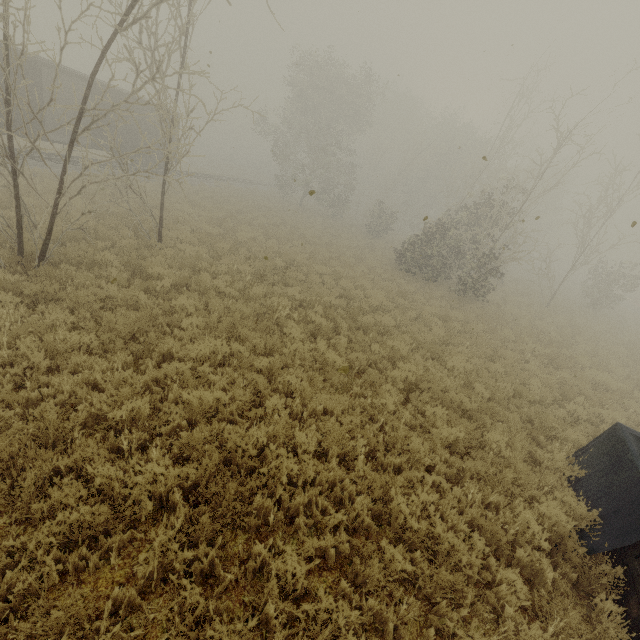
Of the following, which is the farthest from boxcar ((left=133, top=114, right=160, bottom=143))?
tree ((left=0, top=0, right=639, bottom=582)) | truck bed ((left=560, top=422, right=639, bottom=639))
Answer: truck bed ((left=560, top=422, right=639, bottom=639))

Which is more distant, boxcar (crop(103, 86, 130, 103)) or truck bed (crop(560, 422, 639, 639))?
boxcar (crop(103, 86, 130, 103))

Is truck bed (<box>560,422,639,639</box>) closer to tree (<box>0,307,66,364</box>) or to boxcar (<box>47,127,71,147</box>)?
tree (<box>0,307,66,364</box>)

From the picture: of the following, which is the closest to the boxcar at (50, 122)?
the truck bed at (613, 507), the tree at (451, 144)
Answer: the tree at (451, 144)

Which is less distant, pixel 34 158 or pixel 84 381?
pixel 84 381
